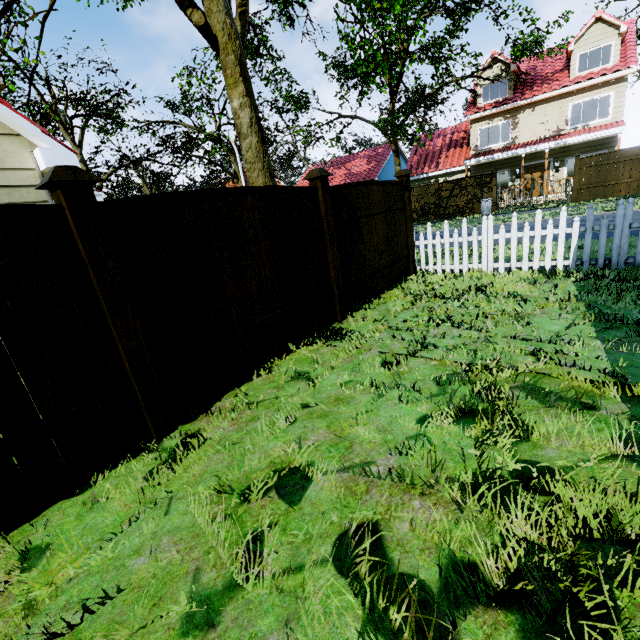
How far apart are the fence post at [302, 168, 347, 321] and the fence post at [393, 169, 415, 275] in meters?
2.8 m

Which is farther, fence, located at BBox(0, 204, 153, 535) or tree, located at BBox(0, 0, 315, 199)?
tree, located at BBox(0, 0, 315, 199)

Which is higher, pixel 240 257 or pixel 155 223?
pixel 155 223

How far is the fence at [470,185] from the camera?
19.8 meters

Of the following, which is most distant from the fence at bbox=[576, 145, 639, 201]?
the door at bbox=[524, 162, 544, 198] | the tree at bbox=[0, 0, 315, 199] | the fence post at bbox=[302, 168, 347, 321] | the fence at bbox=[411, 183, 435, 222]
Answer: the door at bbox=[524, 162, 544, 198]

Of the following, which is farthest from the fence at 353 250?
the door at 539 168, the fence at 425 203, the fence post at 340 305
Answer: the door at 539 168

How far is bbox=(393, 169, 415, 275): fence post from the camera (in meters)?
6.80

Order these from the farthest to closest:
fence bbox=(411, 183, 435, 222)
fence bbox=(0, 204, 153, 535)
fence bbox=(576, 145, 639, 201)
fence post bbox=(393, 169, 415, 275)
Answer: fence bbox=(411, 183, 435, 222) → fence bbox=(576, 145, 639, 201) → fence post bbox=(393, 169, 415, 275) → fence bbox=(0, 204, 153, 535)
